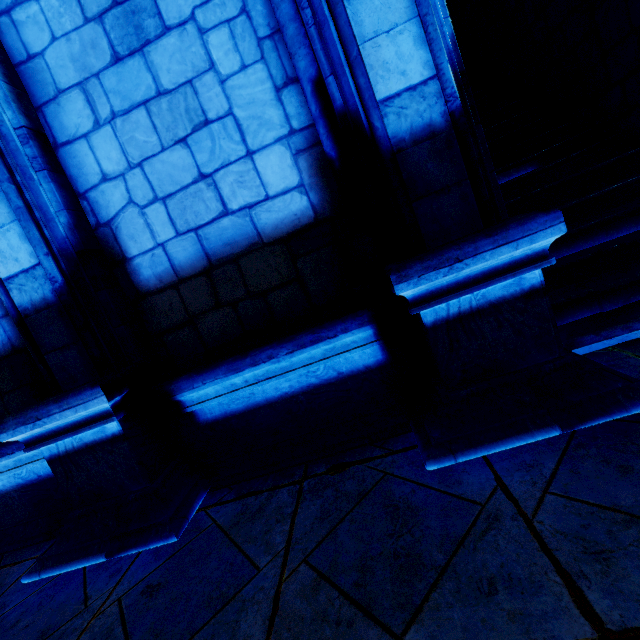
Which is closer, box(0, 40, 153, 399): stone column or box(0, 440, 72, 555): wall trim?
box(0, 40, 153, 399): stone column

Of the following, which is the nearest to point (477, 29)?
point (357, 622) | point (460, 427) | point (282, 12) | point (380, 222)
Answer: point (282, 12)

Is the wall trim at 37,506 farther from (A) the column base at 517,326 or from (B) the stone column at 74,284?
(A) the column base at 517,326

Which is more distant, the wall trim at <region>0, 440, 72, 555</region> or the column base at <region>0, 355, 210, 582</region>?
the wall trim at <region>0, 440, 72, 555</region>

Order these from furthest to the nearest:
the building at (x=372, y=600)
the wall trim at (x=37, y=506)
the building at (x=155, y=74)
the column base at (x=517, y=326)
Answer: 1. the wall trim at (x=37, y=506)
2. the building at (x=155, y=74)
3. the column base at (x=517, y=326)
4. the building at (x=372, y=600)

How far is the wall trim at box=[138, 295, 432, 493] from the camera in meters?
2.4

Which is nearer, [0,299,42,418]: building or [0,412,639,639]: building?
[0,412,639,639]: building

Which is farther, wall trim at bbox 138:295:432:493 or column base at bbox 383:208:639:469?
wall trim at bbox 138:295:432:493
